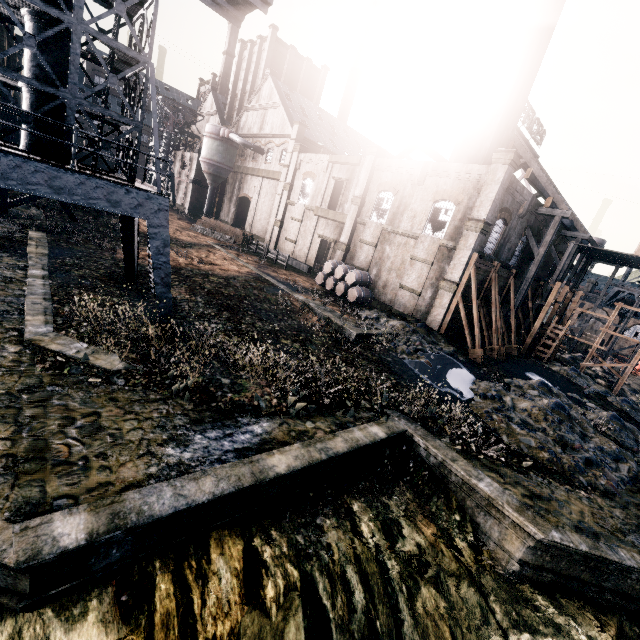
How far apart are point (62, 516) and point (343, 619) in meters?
7.3 m

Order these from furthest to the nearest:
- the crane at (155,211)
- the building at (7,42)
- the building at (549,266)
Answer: the building at (549,266) → the building at (7,42) → the crane at (155,211)

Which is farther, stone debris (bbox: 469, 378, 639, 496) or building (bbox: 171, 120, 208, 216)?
building (bbox: 171, 120, 208, 216)

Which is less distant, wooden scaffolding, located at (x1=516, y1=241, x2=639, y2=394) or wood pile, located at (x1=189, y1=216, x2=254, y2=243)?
A: wooden scaffolding, located at (x1=516, y1=241, x2=639, y2=394)

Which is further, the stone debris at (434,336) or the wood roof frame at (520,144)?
the wood roof frame at (520,144)

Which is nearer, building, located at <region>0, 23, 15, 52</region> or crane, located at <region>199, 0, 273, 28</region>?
crane, located at <region>199, 0, 273, 28</region>

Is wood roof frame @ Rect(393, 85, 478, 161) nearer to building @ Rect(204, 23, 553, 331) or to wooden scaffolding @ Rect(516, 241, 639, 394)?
wooden scaffolding @ Rect(516, 241, 639, 394)

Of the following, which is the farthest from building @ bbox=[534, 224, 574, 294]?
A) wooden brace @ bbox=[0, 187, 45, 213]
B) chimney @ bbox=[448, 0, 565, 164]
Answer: wooden brace @ bbox=[0, 187, 45, 213]
